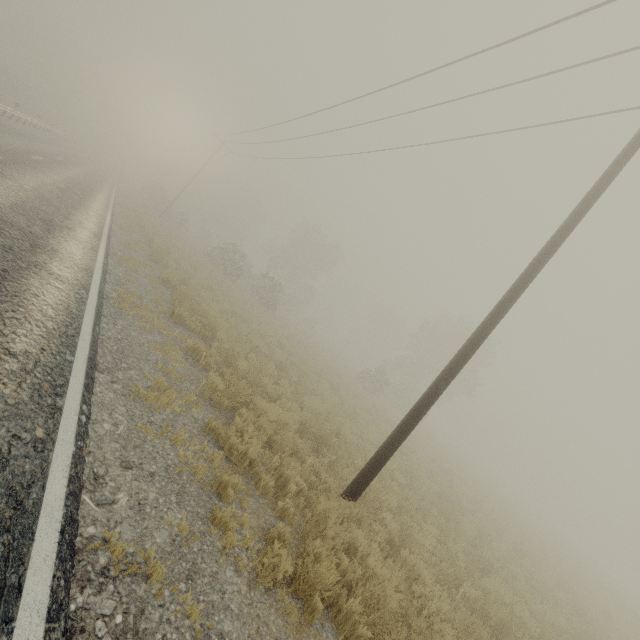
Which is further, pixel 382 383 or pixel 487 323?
pixel 382 383
